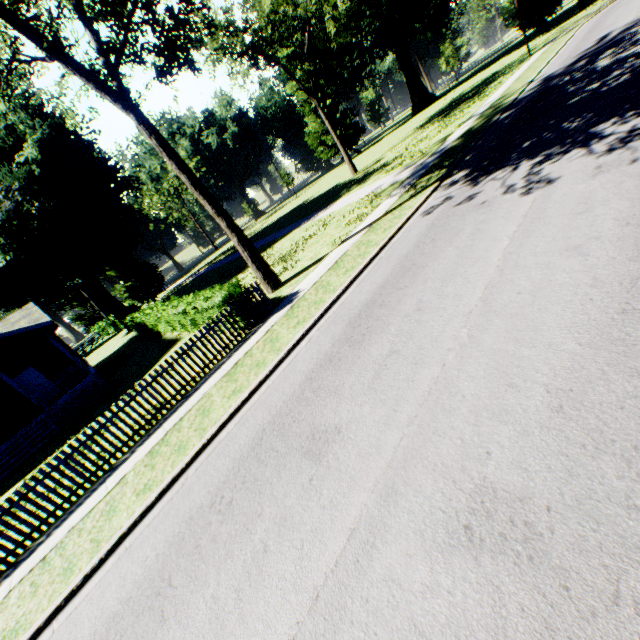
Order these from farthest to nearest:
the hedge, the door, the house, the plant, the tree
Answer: the plant
the door
the house
the hedge
the tree

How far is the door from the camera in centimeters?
1973cm

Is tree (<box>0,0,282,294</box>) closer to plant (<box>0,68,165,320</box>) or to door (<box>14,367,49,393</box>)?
door (<box>14,367,49,393</box>)

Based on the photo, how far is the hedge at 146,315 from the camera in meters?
11.2 m

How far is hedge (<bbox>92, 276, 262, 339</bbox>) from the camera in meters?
11.2

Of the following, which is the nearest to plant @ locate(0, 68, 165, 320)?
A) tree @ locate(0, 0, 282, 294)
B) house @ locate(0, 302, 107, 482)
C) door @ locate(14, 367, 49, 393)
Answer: tree @ locate(0, 0, 282, 294)

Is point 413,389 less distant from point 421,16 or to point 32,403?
point 32,403

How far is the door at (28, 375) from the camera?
19.73m
